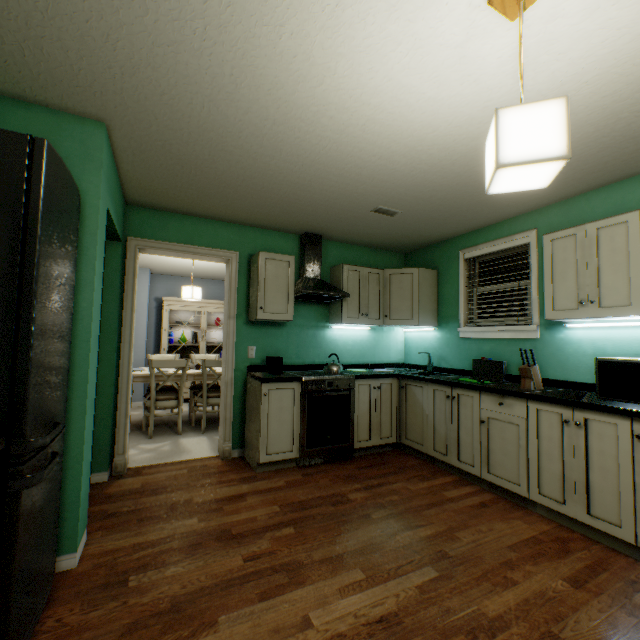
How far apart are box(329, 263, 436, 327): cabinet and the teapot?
0.4m

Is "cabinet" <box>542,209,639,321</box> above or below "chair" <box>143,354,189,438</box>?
above

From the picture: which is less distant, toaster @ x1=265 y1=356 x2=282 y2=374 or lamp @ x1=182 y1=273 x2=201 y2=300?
toaster @ x1=265 y1=356 x2=282 y2=374

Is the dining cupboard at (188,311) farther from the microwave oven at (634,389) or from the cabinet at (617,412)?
the microwave oven at (634,389)

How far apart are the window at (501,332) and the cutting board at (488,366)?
0.3 meters

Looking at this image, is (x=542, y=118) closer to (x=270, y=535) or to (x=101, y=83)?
(x=101, y=83)

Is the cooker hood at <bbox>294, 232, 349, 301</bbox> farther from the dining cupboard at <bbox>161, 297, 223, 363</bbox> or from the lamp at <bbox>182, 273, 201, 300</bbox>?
the dining cupboard at <bbox>161, 297, 223, 363</bbox>

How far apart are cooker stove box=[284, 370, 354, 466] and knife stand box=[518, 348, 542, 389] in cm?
150
